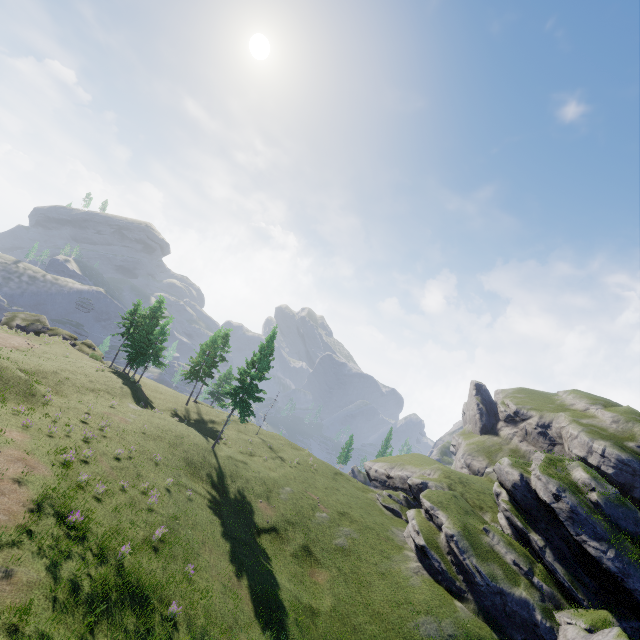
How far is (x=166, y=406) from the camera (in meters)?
46.44
